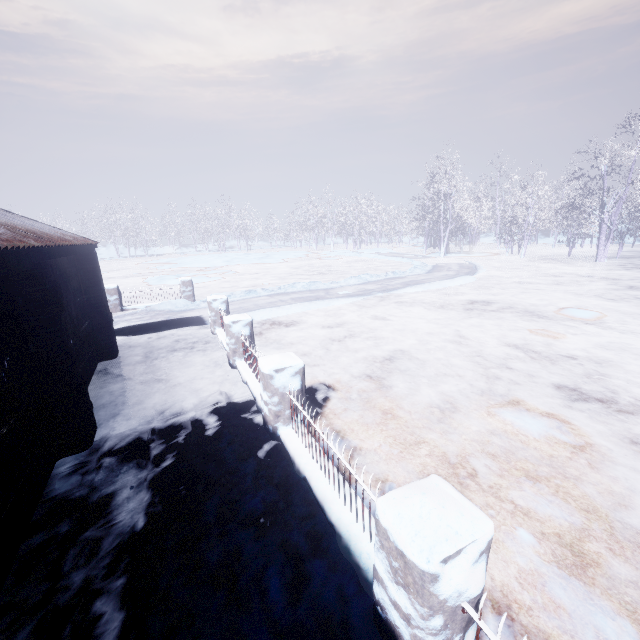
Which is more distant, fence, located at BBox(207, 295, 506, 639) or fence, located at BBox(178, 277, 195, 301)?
fence, located at BBox(178, 277, 195, 301)

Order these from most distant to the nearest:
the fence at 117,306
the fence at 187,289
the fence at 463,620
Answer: the fence at 187,289 < the fence at 117,306 < the fence at 463,620

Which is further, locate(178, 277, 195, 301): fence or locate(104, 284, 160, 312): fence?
locate(178, 277, 195, 301): fence

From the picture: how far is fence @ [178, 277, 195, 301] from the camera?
11.9 meters

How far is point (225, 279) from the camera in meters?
18.5

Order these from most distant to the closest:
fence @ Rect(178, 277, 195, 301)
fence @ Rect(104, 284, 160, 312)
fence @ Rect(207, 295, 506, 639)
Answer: fence @ Rect(178, 277, 195, 301) → fence @ Rect(104, 284, 160, 312) → fence @ Rect(207, 295, 506, 639)

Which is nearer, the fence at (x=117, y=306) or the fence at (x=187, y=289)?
the fence at (x=117, y=306)
